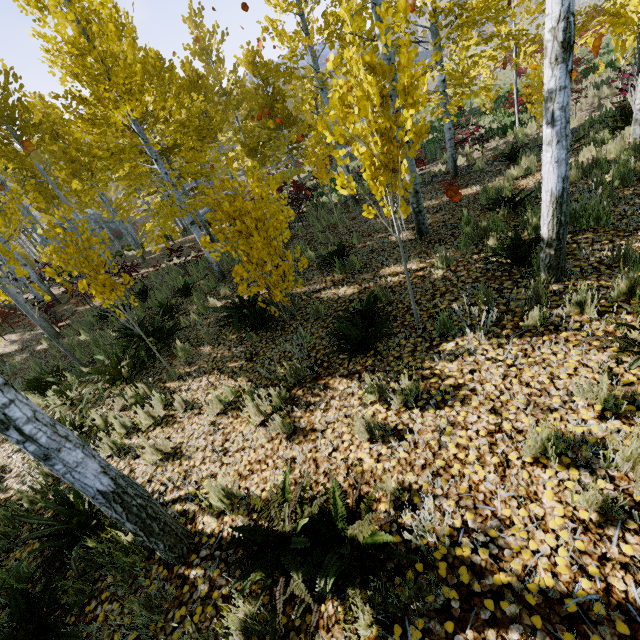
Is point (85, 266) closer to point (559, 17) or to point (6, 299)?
point (559, 17)

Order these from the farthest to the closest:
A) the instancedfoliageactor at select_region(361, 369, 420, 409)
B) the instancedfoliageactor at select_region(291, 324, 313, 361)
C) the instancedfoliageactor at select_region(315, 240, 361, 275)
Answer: the instancedfoliageactor at select_region(315, 240, 361, 275), the instancedfoliageactor at select_region(291, 324, 313, 361), the instancedfoliageactor at select_region(361, 369, 420, 409)

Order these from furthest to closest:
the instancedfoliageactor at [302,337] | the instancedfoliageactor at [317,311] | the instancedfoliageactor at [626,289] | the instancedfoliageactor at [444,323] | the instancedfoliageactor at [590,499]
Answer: the instancedfoliageactor at [317,311], the instancedfoliageactor at [302,337], the instancedfoliageactor at [444,323], the instancedfoliageactor at [626,289], the instancedfoliageactor at [590,499]

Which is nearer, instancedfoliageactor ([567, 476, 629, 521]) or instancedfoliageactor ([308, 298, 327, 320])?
instancedfoliageactor ([567, 476, 629, 521])

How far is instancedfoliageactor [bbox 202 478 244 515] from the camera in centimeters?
298cm

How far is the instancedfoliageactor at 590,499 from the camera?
1.9 meters
